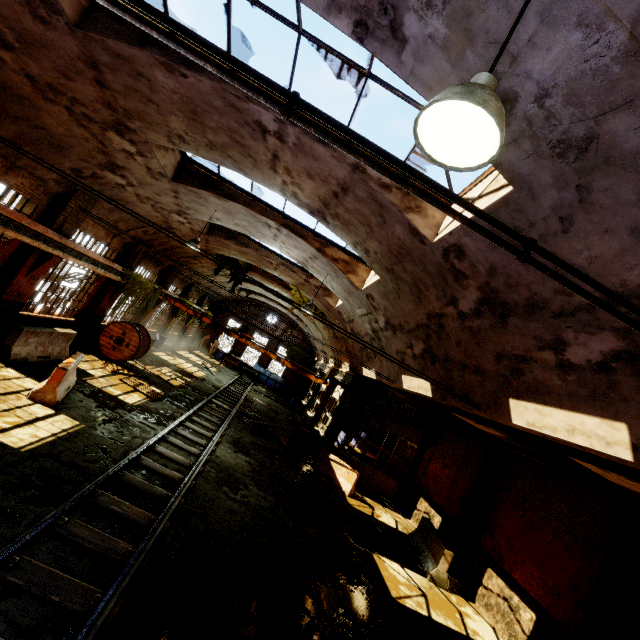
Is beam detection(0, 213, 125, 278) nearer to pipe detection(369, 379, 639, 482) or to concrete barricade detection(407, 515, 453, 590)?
pipe detection(369, 379, 639, 482)

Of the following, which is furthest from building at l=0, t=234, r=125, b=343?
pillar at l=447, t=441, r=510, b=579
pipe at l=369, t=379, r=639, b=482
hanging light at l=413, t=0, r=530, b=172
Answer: pillar at l=447, t=441, r=510, b=579

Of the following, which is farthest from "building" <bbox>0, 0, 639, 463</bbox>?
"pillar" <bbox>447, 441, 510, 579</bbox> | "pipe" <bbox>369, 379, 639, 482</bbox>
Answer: "pillar" <bbox>447, 441, 510, 579</bbox>

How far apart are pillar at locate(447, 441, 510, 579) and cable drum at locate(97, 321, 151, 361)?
15.4 meters

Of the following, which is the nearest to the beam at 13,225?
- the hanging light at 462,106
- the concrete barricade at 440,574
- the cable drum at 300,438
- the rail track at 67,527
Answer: the rail track at 67,527

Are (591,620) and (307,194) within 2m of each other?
no

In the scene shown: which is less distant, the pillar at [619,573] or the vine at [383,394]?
the pillar at [619,573]

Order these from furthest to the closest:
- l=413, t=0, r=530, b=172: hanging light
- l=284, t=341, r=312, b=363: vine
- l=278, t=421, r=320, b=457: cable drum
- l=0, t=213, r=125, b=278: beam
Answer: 1. l=284, t=341, r=312, b=363: vine
2. l=278, t=421, r=320, b=457: cable drum
3. l=0, t=213, r=125, b=278: beam
4. l=413, t=0, r=530, b=172: hanging light
